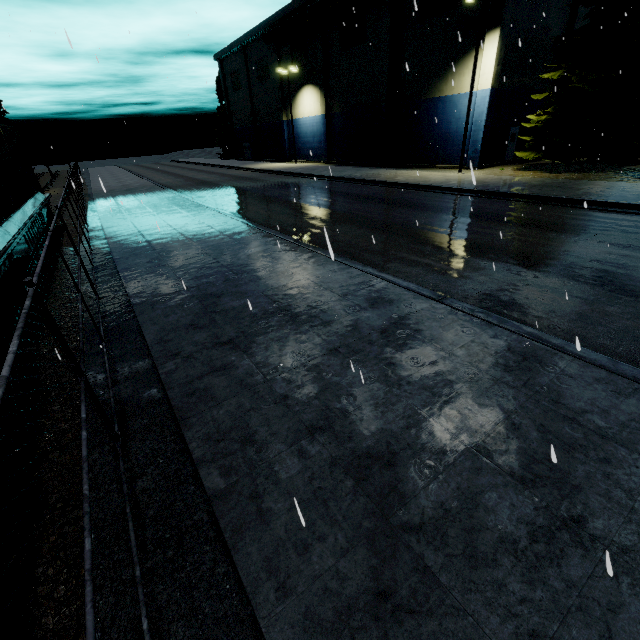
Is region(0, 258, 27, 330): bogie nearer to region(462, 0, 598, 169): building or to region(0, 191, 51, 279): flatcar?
region(0, 191, 51, 279): flatcar

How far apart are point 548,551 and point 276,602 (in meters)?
2.19

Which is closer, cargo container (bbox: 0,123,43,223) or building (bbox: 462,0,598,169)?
cargo container (bbox: 0,123,43,223)

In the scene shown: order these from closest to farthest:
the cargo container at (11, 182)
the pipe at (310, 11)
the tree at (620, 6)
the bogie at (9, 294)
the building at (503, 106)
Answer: the bogie at (9, 294), the cargo container at (11, 182), the tree at (620, 6), the building at (503, 106), the pipe at (310, 11)

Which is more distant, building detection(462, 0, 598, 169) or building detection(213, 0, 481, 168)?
building detection(213, 0, 481, 168)

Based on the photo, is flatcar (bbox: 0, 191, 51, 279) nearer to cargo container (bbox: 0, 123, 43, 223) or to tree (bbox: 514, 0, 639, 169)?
cargo container (bbox: 0, 123, 43, 223)

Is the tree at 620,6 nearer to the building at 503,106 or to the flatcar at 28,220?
the building at 503,106

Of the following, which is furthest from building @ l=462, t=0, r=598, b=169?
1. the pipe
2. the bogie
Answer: the bogie
